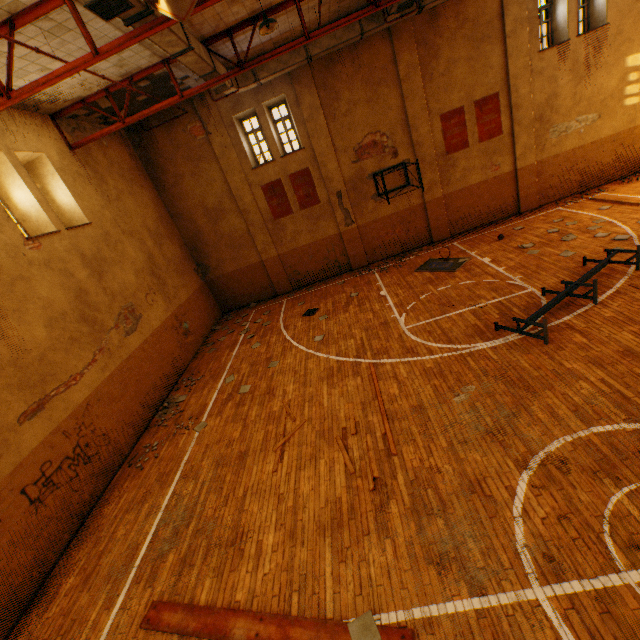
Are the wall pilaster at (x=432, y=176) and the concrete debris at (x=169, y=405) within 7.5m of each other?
no

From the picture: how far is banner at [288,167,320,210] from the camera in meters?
14.1 m

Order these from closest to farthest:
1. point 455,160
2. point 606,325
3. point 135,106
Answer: point 606,325 → point 135,106 → point 455,160

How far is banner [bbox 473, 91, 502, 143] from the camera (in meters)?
12.88

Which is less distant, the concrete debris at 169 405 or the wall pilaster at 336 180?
the concrete debris at 169 405

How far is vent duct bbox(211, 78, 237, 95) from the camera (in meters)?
10.03

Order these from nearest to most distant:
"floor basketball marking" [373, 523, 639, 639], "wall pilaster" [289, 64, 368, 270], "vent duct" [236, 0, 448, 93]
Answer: "floor basketball marking" [373, 523, 639, 639] < "vent duct" [236, 0, 448, 93] < "wall pilaster" [289, 64, 368, 270]

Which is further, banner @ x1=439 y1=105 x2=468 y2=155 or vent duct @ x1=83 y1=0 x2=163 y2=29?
banner @ x1=439 y1=105 x2=468 y2=155
